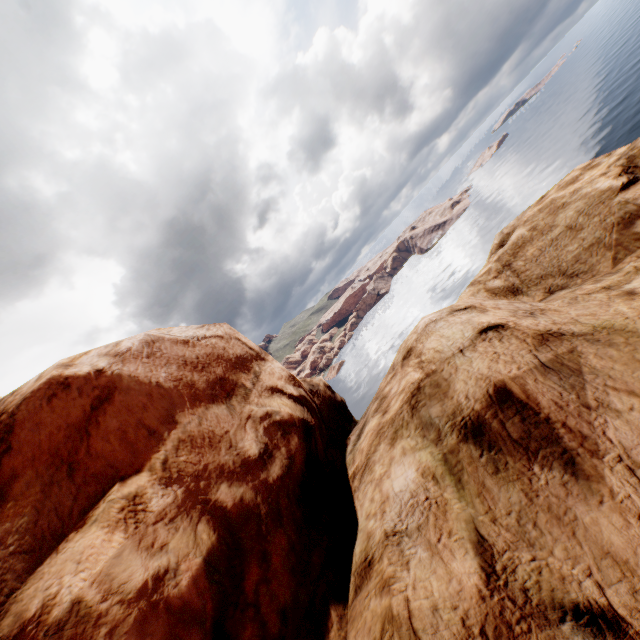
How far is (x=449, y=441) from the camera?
3.1m
